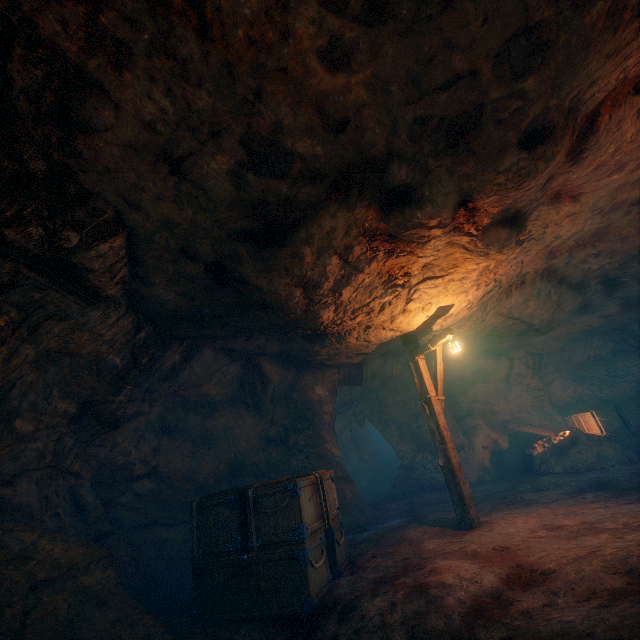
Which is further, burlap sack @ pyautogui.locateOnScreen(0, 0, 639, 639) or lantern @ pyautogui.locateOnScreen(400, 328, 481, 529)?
lantern @ pyautogui.locateOnScreen(400, 328, 481, 529)

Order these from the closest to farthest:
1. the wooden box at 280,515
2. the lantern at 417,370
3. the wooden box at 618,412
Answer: the wooden box at 280,515
the lantern at 417,370
the wooden box at 618,412

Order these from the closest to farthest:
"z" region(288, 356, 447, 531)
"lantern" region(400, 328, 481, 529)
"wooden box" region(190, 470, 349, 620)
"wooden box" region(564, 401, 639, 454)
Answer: "wooden box" region(190, 470, 349, 620)
"lantern" region(400, 328, 481, 529)
"z" region(288, 356, 447, 531)
"wooden box" region(564, 401, 639, 454)

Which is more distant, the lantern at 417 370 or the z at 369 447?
the z at 369 447

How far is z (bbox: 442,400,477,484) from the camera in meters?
12.9

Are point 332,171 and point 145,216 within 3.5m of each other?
yes

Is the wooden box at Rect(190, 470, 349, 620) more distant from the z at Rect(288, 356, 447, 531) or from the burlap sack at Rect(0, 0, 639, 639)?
the z at Rect(288, 356, 447, 531)

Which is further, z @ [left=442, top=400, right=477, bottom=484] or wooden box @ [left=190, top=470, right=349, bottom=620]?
z @ [left=442, top=400, right=477, bottom=484]
